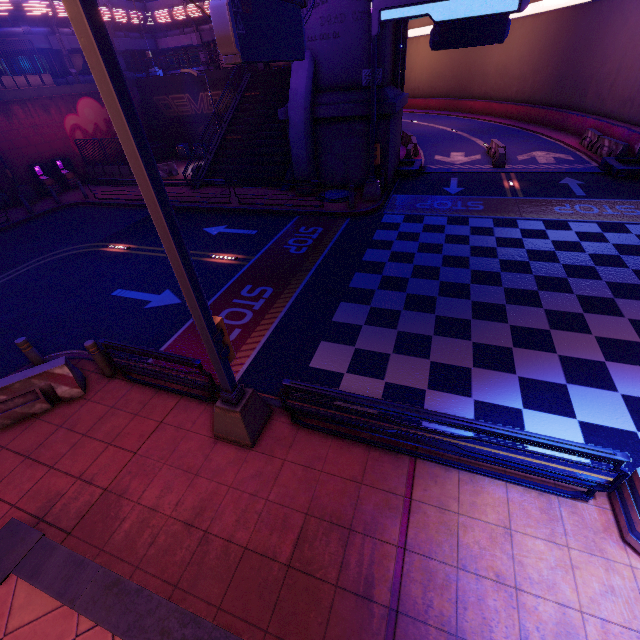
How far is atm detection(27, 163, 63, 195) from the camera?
21.4 meters

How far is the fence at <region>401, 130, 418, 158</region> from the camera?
21.19m

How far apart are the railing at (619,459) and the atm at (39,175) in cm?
2610

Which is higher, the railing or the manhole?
the railing

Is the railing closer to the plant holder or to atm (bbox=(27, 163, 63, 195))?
the plant holder

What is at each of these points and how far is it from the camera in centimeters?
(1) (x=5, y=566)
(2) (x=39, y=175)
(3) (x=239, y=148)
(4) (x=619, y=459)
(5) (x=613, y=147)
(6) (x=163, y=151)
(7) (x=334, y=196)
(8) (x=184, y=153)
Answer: (1) pillar, 475cm
(2) atm, 2195cm
(3) stair, 2172cm
(4) railing, 405cm
(5) fence, 1811cm
(6) generator, 2884cm
(7) manhole, 1677cm
(8) trash can, 2839cm

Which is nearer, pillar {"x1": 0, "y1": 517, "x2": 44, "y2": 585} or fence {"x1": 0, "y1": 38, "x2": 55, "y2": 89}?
pillar {"x1": 0, "y1": 517, "x2": 44, "y2": 585}

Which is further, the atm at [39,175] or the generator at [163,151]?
the generator at [163,151]
